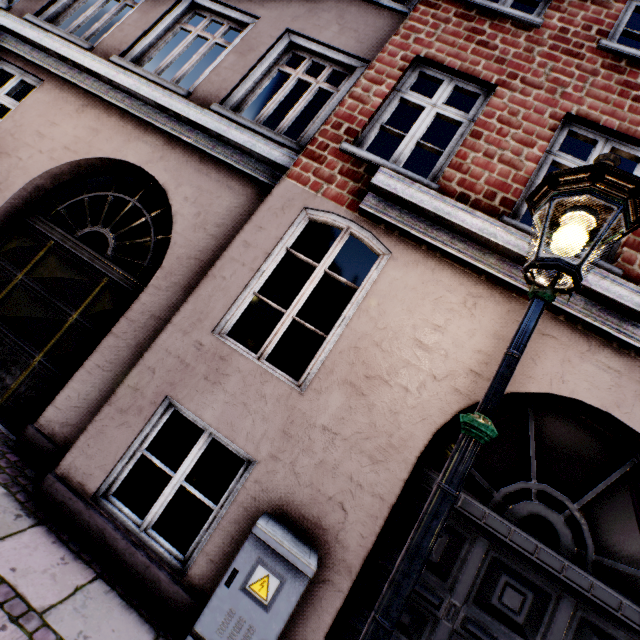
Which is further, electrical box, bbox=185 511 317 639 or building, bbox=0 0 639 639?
building, bbox=0 0 639 639

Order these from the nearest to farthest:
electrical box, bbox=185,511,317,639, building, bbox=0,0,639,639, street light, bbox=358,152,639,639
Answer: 1. street light, bbox=358,152,639,639
2. electrical box, bbox=185,511,317,639
3. building, bbox=0,0,639,639

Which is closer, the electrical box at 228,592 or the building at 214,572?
the electrical box at 228,592

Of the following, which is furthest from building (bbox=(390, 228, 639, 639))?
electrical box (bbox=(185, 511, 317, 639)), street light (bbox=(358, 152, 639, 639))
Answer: street light (bbox=(358, 152, 639, 639))

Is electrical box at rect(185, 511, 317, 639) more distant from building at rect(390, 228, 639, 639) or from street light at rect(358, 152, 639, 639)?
street light at rect(358, 152, 639, 639)

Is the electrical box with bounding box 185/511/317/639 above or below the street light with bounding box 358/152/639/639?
below

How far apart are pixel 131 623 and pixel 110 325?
2.98m

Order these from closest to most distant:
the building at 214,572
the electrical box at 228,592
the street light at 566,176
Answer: the street light at 566,176
the electrical box at 228,592
the building at 214,572
